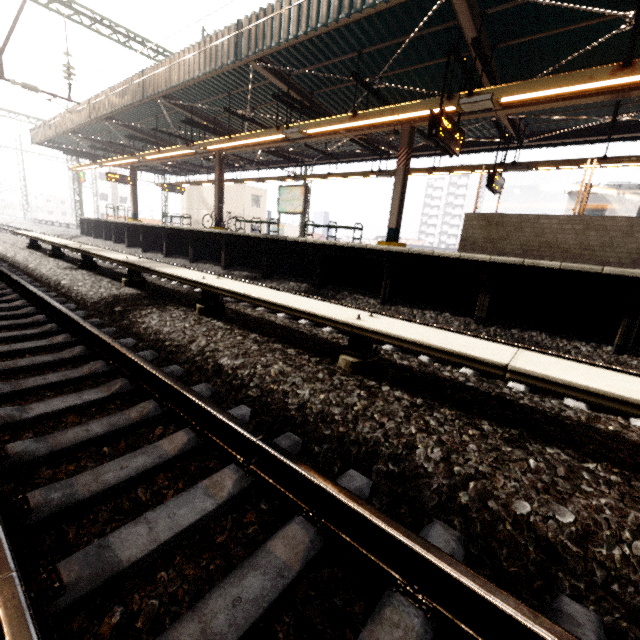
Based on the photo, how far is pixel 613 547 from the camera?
1.41m

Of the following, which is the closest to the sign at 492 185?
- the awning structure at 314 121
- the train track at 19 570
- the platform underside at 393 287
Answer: the awning structure at 314 121

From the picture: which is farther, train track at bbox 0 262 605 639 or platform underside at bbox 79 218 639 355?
platform underside at bbox 79 218 639 355

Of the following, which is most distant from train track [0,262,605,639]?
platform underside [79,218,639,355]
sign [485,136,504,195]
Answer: sign [485,136,504,195]

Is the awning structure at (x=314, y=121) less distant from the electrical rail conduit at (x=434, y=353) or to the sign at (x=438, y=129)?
the sign at (x=438, y=129)

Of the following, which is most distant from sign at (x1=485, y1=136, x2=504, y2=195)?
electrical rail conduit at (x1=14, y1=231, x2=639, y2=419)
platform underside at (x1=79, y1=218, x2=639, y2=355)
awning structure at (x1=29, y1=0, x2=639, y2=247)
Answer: electrical rail conduit at (x1=14, y1=231, x2=639, y2=419)

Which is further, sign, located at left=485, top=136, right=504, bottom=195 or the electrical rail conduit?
sign, located at left=485, top=136, right=504, bottom=195

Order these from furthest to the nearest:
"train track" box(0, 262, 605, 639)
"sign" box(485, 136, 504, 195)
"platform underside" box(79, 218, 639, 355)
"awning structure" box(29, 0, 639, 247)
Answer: "sign" box(485, 136, 504, 195) < "awning structure" box(29, 0, 639, 247) < "platform underside" box(79, 218, 639, 355) < "train track" box(0, 262, 605, 639)
